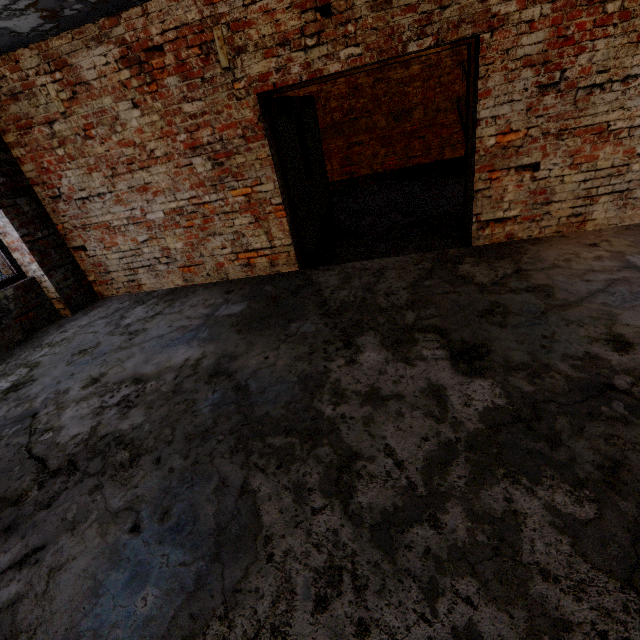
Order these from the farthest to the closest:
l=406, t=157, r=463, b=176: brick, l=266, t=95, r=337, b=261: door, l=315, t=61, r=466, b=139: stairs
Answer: l=406, t=157, r=463, b=176: brick
l=315, t=61, r=466, b=139: stairs
l=266, t=95, r=337, b=261: door

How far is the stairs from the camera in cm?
913

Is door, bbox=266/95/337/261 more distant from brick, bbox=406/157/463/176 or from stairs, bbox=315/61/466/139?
brick, bbox=406/157/463/176

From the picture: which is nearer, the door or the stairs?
the door

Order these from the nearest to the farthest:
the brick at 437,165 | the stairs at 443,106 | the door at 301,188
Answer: the door at 301,188, the stairs at 443,106, the brick at 437,165

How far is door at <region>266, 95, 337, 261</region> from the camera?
4.25m

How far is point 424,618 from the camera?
1.24m

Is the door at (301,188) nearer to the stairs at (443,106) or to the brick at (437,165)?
the stairs at (443,106)
